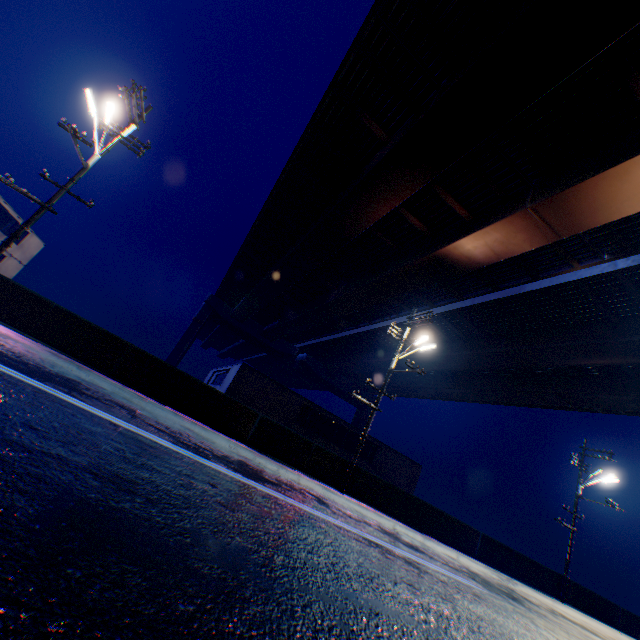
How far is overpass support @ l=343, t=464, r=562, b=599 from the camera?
14.9m

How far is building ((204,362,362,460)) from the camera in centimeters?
2361cm

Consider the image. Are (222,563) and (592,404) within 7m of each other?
no

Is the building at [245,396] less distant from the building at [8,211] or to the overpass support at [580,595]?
the building at [8,211]

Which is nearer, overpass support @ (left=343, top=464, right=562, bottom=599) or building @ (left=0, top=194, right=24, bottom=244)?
overpass support @ (left=343, top=464, right=562, bottom=599)

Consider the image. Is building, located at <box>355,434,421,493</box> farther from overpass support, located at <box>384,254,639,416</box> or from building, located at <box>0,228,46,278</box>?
overpass support, located at <box>384,254,639,416</box>

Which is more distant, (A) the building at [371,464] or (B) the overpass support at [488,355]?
(A) the building at [371,464]
